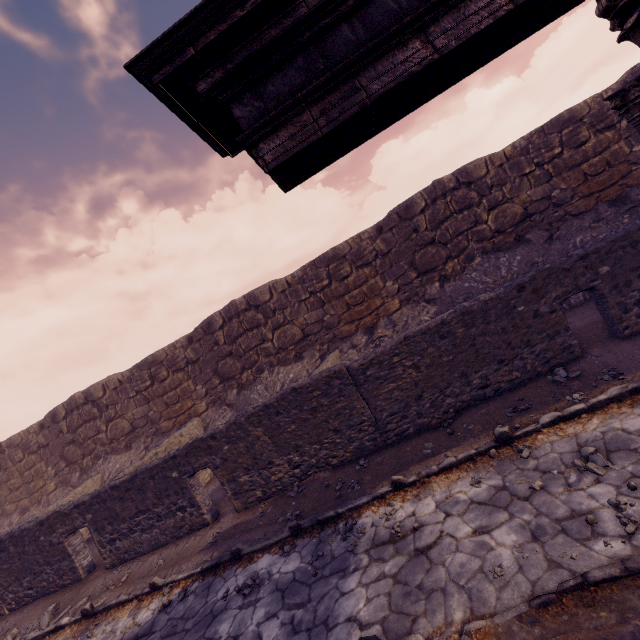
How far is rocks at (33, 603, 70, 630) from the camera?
7.0m

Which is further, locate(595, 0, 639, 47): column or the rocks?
the rocks

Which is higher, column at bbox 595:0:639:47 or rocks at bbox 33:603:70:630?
column at bbox 595:0:639:47

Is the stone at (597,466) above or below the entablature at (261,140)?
below

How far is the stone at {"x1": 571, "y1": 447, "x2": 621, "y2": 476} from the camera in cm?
367

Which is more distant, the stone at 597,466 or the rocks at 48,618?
the rocks at 48,618

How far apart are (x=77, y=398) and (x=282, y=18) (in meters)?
15.65

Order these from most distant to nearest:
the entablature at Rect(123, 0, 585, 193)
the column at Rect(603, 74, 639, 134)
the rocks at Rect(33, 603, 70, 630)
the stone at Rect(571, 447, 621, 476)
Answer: the rocks at Rect(33, 603, 70, 630), the column at Rect(603, 74, 639, 134), the stone at Rect(571, 447, 621, 476), the entablature at Rect(123, 0, 585, 193)
